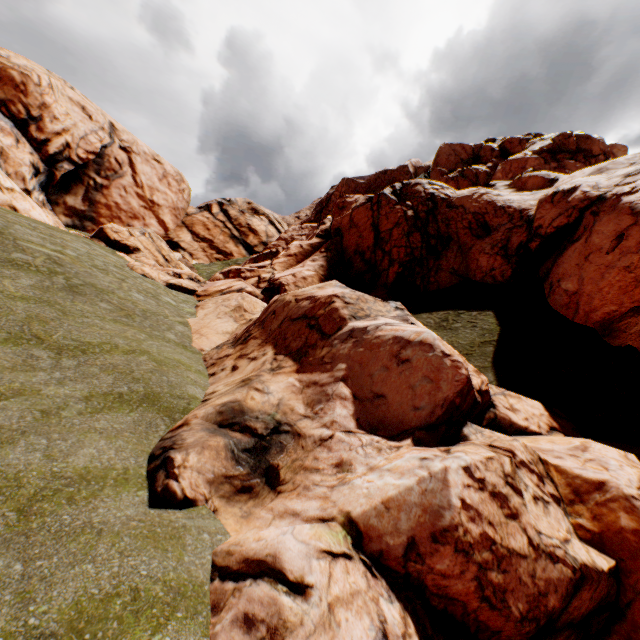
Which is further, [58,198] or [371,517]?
[58,198]
